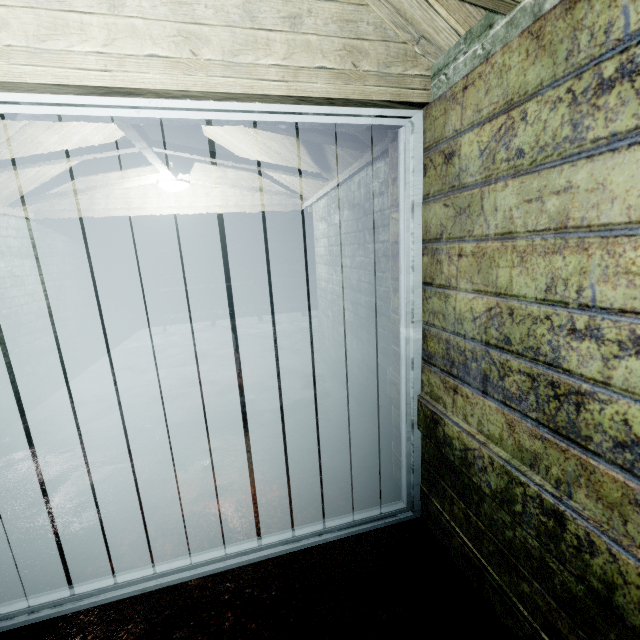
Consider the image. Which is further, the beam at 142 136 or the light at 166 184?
the light at 166 184

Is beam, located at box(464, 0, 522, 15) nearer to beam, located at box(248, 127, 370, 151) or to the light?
beam, located at box(248, 127, 370, 151)

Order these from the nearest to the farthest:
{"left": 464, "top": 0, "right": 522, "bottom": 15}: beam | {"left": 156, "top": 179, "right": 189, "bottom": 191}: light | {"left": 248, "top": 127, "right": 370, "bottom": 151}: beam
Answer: {"left": 464, "top": 0, "right": 522, "bottom": 15}: beam → {"left": 248, "top": 127, "right": 370, "bottom": 151}: beam → {"left": 156, "top": 179, "right": 189, "bottom": 191}: light

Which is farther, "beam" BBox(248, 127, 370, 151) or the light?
the light

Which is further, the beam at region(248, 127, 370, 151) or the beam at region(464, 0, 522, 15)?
the beam at region(248, 127, 370, 151)

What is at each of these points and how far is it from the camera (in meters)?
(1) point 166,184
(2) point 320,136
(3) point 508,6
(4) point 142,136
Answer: (1) light, 3.42
(2) beam, 1.93
(3) beam, 0.89
(4) beam, 2.27

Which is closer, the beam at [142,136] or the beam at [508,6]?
the beam at [508,6]
